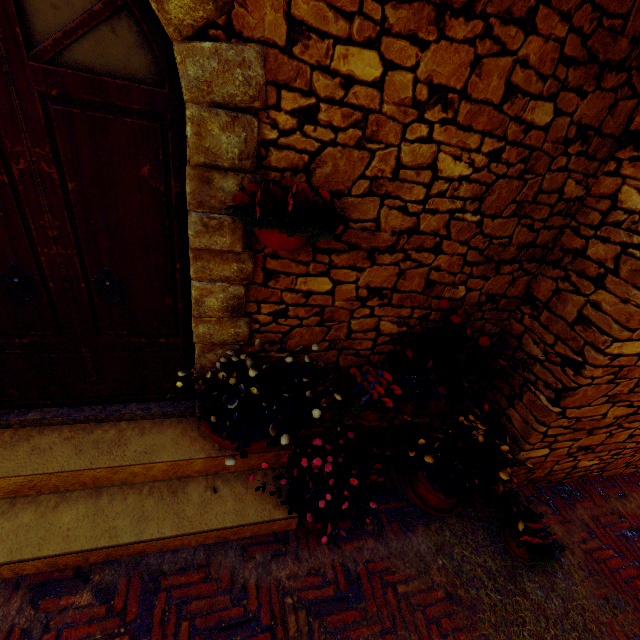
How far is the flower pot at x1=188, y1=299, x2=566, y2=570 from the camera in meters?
2.3

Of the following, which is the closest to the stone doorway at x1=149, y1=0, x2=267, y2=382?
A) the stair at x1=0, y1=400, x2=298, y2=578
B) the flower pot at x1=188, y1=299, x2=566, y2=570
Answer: the stair at x1=0, y1=400, x2=298, y2=578

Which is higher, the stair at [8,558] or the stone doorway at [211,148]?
the stone doorway at [211,148]

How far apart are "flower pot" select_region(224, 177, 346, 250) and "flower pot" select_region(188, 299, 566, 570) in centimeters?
119cm

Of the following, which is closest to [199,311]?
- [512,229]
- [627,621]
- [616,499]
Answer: [512,229]

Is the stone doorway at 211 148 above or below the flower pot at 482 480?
above

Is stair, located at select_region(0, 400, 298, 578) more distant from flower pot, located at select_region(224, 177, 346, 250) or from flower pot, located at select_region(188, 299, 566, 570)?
flower pot, located at select_region(224, 177, 346, 250)

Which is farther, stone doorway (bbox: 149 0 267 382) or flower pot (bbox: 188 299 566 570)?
flower pot (bbox: 188 299 566 570)
